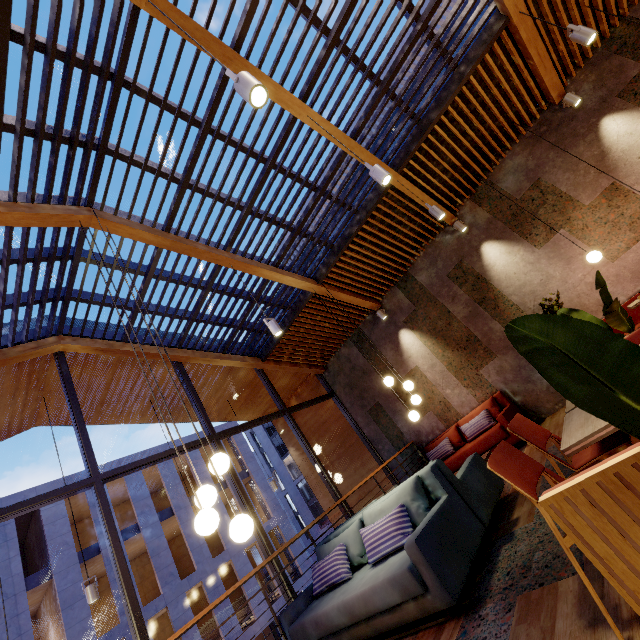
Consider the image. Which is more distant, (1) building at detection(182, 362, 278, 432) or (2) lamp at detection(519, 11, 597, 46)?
(1) building at detection(182, 362, 278, 432)

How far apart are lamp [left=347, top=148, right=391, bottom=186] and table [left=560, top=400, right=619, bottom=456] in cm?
282

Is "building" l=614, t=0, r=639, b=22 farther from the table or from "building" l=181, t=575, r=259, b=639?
"building" l=181, t=575, r=259, b=639

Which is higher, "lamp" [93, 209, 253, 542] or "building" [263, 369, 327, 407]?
"building" [263, 369, 327, 407]

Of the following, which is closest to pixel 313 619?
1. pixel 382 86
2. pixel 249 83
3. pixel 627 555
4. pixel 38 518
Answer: pixel 627 555

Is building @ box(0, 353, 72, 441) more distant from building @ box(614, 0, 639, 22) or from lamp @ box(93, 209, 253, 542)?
lamp @ box(93, 209, 253, 542)

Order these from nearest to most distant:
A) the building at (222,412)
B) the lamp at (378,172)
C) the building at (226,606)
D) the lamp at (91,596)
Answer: the lamp at (378,172) < the lamp at (91,596) < the building at (222,412) < the building at (226,606)

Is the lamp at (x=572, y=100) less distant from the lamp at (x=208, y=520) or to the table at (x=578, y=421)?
the table at (x=578, y=421)
